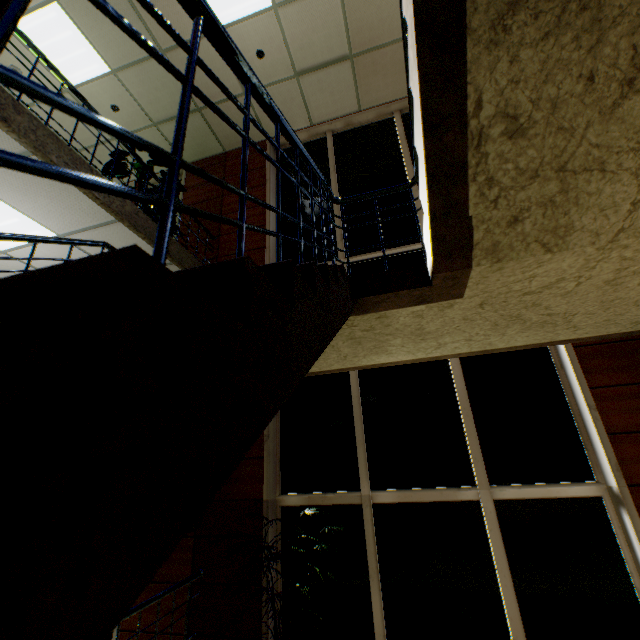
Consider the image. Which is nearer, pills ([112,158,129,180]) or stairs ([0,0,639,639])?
stairs ([0,0,639,639])

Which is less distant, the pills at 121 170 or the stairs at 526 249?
the stairs at 526 249

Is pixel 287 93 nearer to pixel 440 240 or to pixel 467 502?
pixel 440 240

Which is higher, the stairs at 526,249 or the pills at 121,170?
the pills at 121,170

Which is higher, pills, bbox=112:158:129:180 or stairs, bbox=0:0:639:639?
pills, bbox=112:158:129:180

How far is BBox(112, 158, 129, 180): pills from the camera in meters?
5.3
